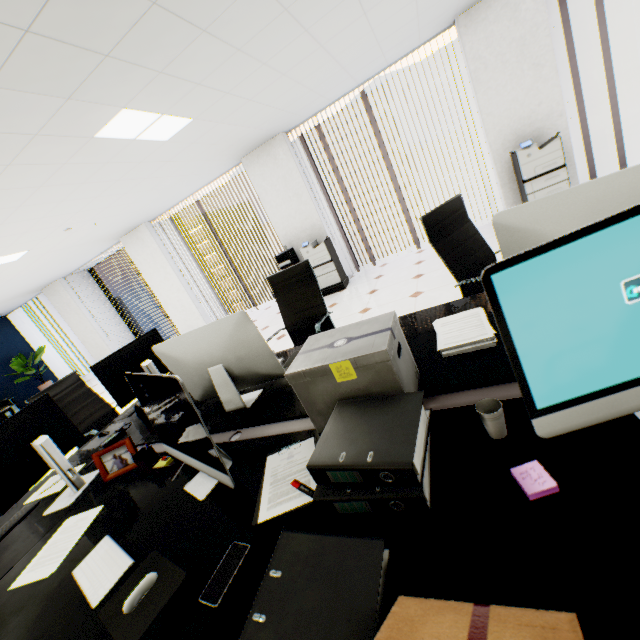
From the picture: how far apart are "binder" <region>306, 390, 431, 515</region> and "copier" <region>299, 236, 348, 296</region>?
5.1 meters

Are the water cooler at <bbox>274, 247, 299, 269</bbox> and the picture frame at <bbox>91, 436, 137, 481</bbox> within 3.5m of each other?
no

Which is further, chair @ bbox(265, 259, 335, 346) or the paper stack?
chair @ bbox(265, 259, 335, 346)

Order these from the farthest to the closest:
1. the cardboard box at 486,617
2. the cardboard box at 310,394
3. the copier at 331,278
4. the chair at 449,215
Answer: the copier at 331,278 → the chair at 449,215 → the cardboard box at 310,394 → the cardboard box at 486,617

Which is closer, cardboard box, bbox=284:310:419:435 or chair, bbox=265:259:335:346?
cardboard box, bbox=284:310:419:435

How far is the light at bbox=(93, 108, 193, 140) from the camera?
2.94m

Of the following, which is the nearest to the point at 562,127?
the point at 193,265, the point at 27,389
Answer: the point at 193,265

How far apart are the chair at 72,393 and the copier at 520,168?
5.62m
